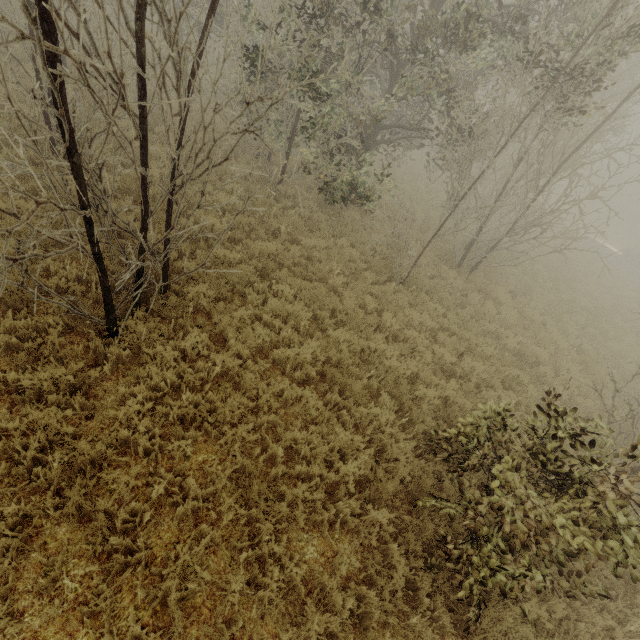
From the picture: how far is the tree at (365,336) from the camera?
6.90m

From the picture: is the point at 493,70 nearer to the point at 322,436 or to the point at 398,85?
the point at 398,85

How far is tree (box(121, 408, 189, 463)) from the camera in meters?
4.2 m

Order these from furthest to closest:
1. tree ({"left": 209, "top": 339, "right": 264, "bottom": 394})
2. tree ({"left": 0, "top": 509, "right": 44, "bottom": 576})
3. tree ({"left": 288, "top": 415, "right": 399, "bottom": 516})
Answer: tree ({"left": 209, "top": 339, "right": 264, "bottom": 394}) → tree ({"left": 288, "top": 415, "right": 399, "bottom": 516}) → tree ({"left": 0, "top": 509, "right": 44, "bottom": 576})

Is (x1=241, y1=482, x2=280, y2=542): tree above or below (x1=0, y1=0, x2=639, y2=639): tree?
below

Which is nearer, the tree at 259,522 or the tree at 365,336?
the tree at 259,522
